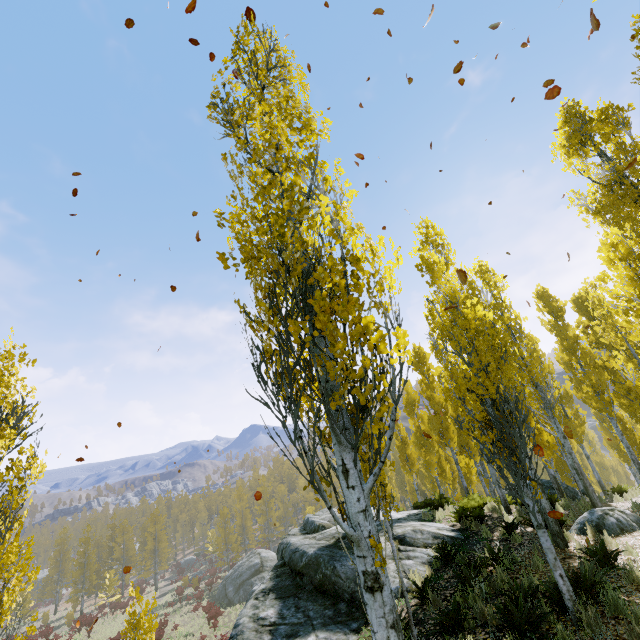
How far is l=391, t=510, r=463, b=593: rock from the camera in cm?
870

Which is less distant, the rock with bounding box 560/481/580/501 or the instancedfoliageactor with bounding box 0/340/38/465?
the instancedfoliageactor with bounding box 0/340/38/465

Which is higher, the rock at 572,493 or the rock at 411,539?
the rock at 411,539

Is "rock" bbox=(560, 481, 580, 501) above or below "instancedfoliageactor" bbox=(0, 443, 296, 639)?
above

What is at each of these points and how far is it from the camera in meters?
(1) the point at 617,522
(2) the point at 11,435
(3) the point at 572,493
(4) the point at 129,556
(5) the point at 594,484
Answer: (1) rock, 8.5
(2) instancedfoliageactor, 7.5
(3) rock, 15.8
(4) instancedfoliageactor, 50.8
(5) instancedfoliageactor, 39.4

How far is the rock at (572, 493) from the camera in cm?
1567

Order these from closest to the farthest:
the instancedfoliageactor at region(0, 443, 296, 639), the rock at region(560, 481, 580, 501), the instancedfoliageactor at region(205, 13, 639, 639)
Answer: the instancedfoliageactor at region(205, 13, 639, 639)
the instancedfoliageactor at region(0, 443, 296, 639)
the rock at region(560, 481, 580, 501)
